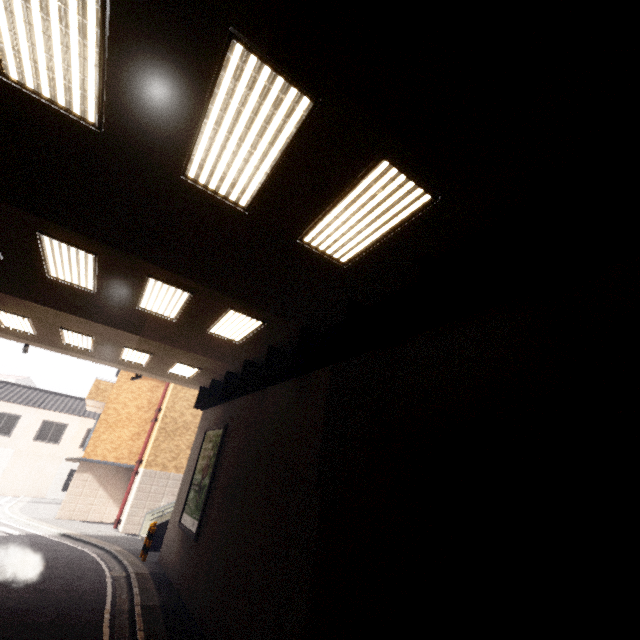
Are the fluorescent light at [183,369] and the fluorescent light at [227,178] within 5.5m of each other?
no

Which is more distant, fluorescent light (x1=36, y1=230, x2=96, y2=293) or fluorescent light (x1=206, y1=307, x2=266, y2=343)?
fluorescent light (x1=206, y1=307, x2=266, y2=343)

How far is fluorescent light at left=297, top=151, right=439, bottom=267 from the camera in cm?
400

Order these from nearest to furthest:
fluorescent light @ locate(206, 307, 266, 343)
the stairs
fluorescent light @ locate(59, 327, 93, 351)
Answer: fluorescent light @ locate(206, 307, 266, 343) → fluorescent light @ locate(59, 327, 93, 351) → the stairs

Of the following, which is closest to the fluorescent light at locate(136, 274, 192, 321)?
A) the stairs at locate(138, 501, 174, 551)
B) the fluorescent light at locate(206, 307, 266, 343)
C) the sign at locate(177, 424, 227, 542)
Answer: the fluorescent light at locate(206, 307, 266, 343)

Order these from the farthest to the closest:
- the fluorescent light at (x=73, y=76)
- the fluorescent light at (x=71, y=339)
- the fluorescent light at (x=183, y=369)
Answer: the fluorescent light at (x=183, y=369), the fluorescent light at (x=71, y=339), the fluorescent light at (x=73, y=76)

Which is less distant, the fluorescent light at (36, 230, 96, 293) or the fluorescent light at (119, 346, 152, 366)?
the fluorescent light at (36, 230, 96, 293)

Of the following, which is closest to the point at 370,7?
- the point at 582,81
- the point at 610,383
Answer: the point at 582,81
